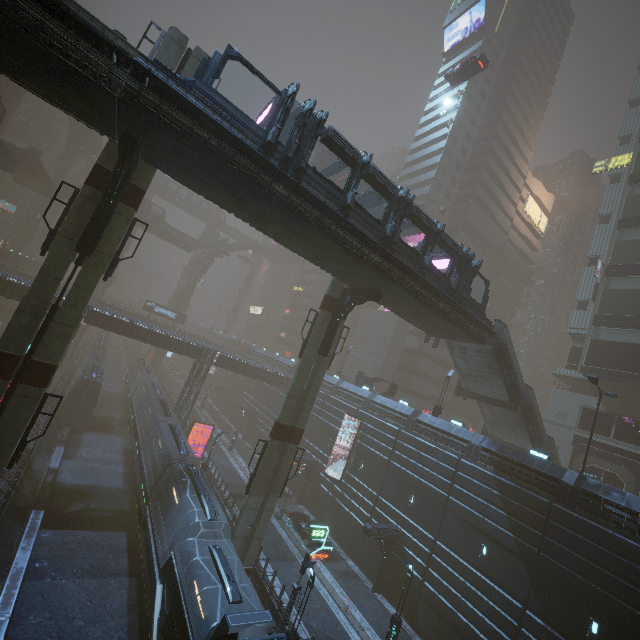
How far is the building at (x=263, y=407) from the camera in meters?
33.4 m

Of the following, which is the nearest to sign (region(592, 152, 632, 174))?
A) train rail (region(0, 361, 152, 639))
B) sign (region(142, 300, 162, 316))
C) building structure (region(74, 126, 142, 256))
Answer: building structure (region(74, 126, 142, 256))

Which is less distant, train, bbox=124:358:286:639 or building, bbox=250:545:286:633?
train, bbox=124:358:286:639

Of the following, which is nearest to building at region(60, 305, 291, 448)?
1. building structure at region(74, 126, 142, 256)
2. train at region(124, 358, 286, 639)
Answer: train at region(124, 358, 286, 639)

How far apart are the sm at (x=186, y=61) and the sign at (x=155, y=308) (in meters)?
47.81

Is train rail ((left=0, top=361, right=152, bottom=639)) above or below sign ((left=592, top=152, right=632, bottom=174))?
below

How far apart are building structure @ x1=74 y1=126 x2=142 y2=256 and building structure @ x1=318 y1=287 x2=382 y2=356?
13.34m

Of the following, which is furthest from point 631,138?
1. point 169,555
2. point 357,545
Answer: point 169,555
